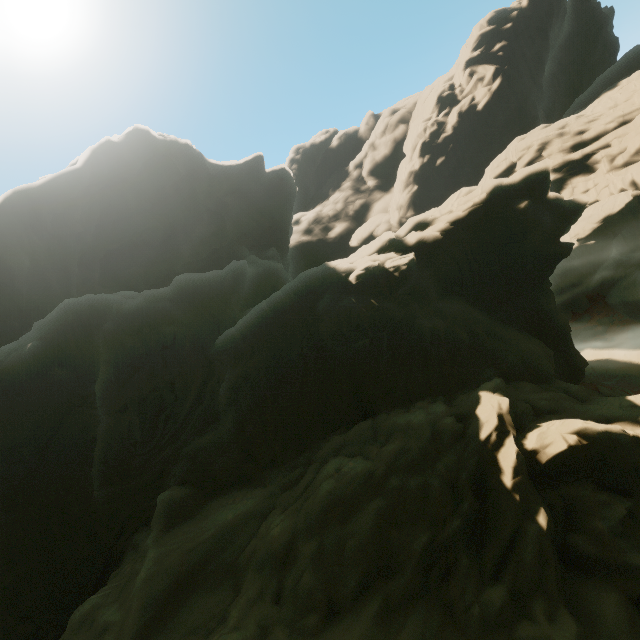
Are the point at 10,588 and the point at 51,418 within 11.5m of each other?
yes
